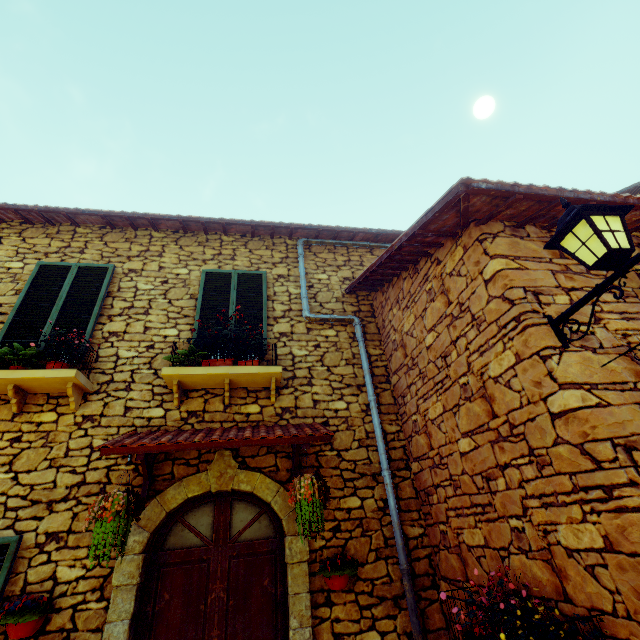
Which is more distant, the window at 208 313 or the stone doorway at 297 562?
the window at 208 313

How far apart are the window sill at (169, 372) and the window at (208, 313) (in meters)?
0.45

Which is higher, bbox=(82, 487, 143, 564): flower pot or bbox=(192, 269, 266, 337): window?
bbox=(192, 269, 266, 337): window

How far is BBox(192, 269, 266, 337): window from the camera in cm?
508

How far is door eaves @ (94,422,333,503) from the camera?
3.4m

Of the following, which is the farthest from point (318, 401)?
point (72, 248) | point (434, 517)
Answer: point (72, 248)

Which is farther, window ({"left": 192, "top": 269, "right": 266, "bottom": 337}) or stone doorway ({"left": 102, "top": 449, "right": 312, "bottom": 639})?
window ({"left": 192, "top": 269, "right": 266, "bottom": 337})

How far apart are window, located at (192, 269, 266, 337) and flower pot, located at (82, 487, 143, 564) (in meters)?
1.90
